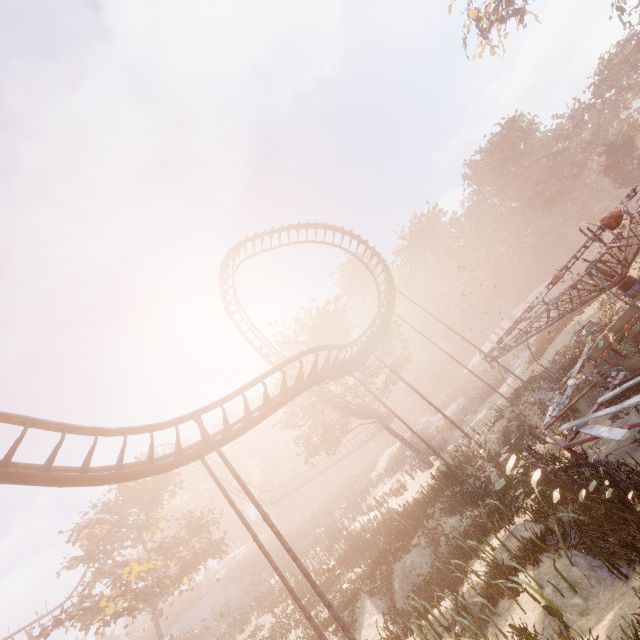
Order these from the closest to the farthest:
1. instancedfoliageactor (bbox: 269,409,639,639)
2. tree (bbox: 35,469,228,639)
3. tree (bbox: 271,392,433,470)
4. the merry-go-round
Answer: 1. instancedfoliageactor (bbox: 269,409,639,639)
2. the merry-go-round
3. tree (bbox: 35,469,228,639)
4. tree (bbox: 271,392,433,470)

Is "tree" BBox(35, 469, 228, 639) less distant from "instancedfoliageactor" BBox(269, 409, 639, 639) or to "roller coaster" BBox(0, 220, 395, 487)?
"roller coaster" BBox(0, 220, 395, 487)

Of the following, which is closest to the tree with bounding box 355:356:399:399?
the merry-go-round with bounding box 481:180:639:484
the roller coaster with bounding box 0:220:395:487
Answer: the roller coaster with bounding box 0:220:395:487

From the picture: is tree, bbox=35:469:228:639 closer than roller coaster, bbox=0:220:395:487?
No

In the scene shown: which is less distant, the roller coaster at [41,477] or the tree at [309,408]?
the roller coaster at [41,477]

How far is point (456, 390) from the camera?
56.72m

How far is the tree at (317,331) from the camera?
30.8 meters

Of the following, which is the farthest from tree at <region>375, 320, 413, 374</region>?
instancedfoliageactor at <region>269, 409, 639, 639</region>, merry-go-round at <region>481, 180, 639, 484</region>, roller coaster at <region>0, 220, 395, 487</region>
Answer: instancedfoliageactor at <region>269, 409, 639, 639</region>
